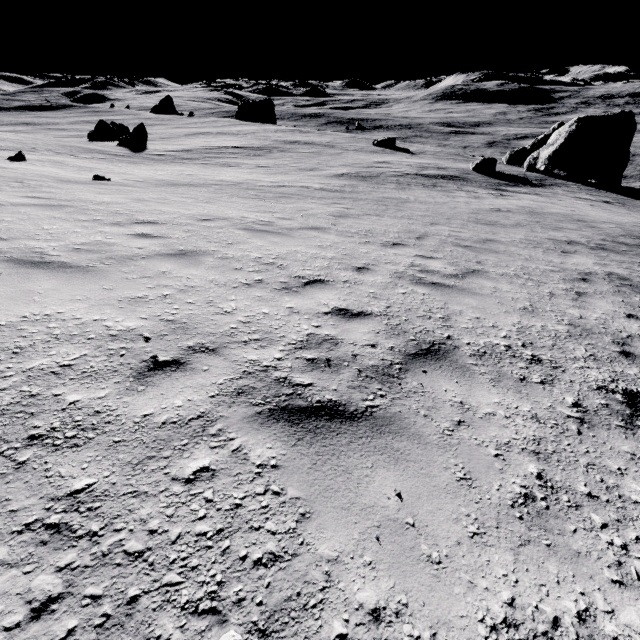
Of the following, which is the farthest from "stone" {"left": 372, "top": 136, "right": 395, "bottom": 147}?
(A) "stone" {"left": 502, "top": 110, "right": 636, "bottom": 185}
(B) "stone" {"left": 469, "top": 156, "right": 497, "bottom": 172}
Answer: (A) "stone" {"left": 502, "top": 110, "right": 636, "bottom": 185}

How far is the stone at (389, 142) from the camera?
39.92m

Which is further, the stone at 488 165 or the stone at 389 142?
the stone at 389 142

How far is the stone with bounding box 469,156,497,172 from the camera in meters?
28.8 m

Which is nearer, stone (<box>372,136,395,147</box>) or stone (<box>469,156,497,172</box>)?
stone (<box>469,156,497,172</box>)

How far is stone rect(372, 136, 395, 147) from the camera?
39.9m

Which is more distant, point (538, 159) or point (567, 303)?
point (538, 159)

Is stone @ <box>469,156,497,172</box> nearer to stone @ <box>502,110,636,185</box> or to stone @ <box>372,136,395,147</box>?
stone @ <box>502,110,636,185</box>
